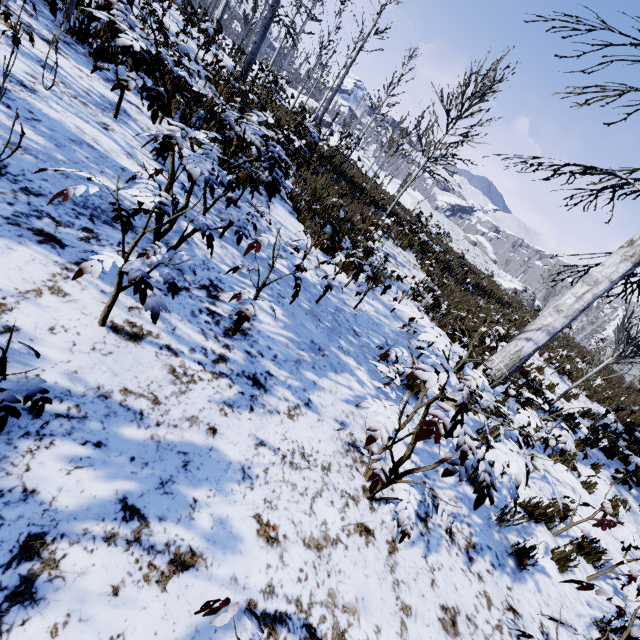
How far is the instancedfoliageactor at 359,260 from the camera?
4.4m

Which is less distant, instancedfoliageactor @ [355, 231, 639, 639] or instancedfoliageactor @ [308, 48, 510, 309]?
instancedfoliageactor @ [355, 231, 639, 639]

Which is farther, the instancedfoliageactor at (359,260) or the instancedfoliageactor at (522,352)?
the instancedfoliageactor at (359,260)

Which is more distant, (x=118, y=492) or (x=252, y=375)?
(x=252, y=375)

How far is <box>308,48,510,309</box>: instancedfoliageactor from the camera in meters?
4.4
